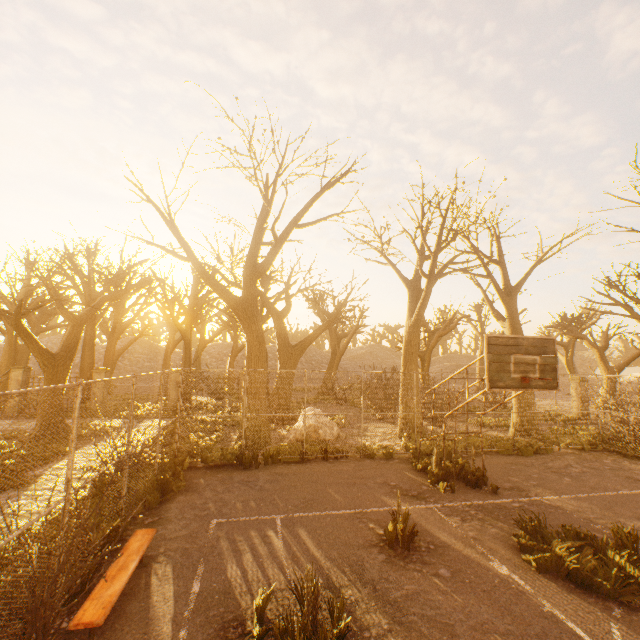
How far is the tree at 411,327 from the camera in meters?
12.0 m

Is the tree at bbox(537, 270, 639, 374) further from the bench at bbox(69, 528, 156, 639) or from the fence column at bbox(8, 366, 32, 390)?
the bench at bbox(69, 528, 156, 639)

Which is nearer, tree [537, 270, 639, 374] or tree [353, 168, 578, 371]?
tree [353, 168, 578, 371]

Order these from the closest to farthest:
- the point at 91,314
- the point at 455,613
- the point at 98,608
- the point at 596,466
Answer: the point at 98,608, the point at 455,613, the point at 596,466, the point at 91,314

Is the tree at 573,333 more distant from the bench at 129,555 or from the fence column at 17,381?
the bench at 129,555

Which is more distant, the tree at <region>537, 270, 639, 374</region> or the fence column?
the fence column

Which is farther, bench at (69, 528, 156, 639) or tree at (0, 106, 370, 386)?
tree at (0, 106, 370, 386)
